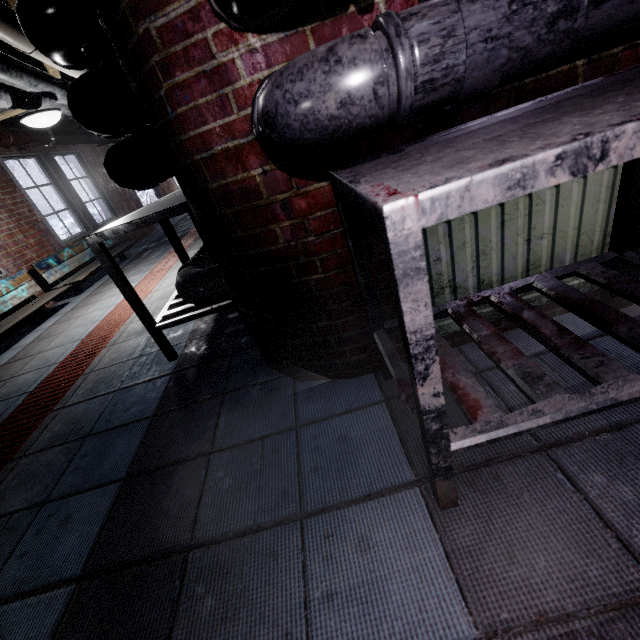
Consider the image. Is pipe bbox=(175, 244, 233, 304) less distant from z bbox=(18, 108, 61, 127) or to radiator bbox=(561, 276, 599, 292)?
radiator bbox=(561, 276, 599, 292)

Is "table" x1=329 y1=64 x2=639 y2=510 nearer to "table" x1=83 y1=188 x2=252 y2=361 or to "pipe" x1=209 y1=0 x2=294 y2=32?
"pipe" x1=209 y1=0 x2=294 y2=32

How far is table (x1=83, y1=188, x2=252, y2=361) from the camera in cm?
163

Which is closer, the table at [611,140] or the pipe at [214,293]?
the table at [611,140]

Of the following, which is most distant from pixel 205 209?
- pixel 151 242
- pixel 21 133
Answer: pixel 151 242

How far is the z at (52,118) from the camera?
2.7m

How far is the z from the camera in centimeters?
273cm
